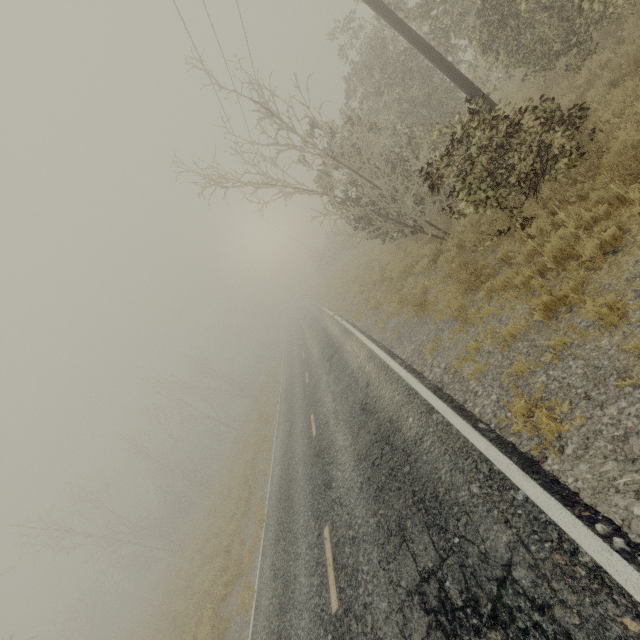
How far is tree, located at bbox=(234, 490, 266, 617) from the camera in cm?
873

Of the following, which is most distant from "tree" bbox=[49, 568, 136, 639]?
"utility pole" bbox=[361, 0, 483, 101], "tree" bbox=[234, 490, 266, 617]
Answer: "utility pole" bbox=[361, 0, 483, 101]

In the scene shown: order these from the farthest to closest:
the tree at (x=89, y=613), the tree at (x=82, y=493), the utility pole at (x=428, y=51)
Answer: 1. the tree at (x=89, y=613)
2. the tree at (x=82, y=493)
3. the utility pole at (x=428, y=51)

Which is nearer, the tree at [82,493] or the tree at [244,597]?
the tree at [244,597]

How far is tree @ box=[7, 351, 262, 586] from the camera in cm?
2566

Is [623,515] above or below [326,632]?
below

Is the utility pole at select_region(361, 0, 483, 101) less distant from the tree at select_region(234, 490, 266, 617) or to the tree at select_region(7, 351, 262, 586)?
the tree at select_region(234, 490, 266, 617)
